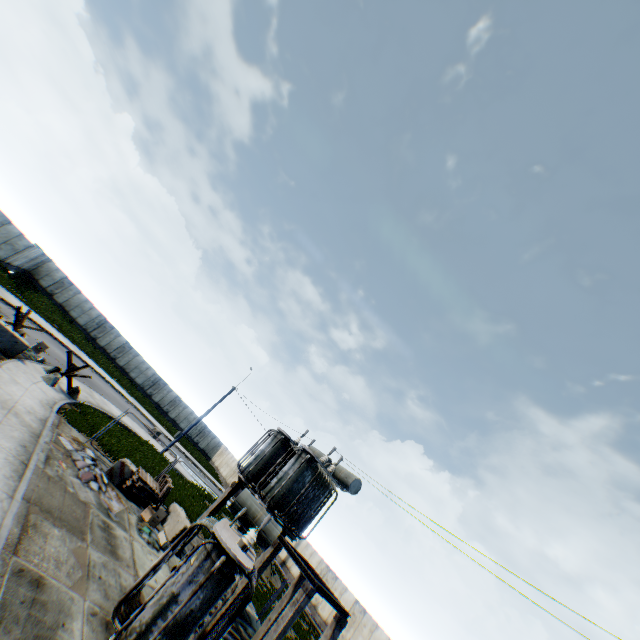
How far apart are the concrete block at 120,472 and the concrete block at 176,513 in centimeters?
252cm

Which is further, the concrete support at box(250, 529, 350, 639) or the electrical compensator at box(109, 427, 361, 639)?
the concrete support at box(250, 529, 350, 639)

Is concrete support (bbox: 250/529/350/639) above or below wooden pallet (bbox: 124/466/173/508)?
above

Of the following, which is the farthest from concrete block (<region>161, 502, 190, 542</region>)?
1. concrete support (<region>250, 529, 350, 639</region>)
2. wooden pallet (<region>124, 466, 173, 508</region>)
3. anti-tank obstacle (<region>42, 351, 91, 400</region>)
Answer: anti-tank obstacle (<region>42, 351, 91, 400</region>)

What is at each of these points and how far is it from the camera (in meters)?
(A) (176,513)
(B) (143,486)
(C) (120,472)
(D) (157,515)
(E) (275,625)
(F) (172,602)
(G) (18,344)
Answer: (A) concrete block, 15.04
(B) wooden pallet, 14.87
(C) concrete block, 13.91
(D) debris, 13.98
(E) concrete support, 9.28
(F) electrical compensator, 7.06
(G) concrete block, 15.68

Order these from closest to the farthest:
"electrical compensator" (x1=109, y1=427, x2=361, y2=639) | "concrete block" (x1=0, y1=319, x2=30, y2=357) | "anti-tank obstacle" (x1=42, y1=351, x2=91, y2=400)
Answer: "electrical compensator" (x1=109, y1=427, x2=361, y2=639), "concrete block" (x1=0, y1=319, x2=30, y2=357), "anti-tank obstacle" (x1=42, y1=351, x2=91, y2=400)

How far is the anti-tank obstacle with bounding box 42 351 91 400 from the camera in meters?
16.6

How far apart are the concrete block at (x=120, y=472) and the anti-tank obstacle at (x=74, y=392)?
5.89m
